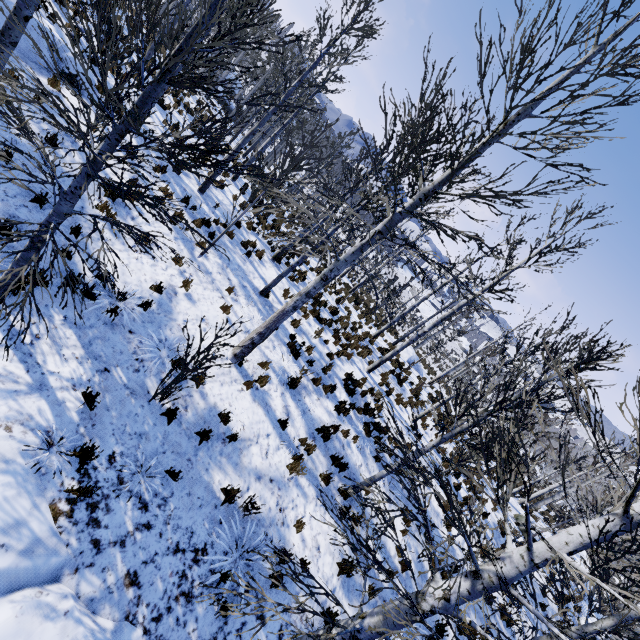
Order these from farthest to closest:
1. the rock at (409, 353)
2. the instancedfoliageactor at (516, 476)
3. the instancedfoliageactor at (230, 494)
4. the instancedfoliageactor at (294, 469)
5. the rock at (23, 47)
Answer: the rock at (409, 353) → the rock at (23, 47) → the instancedfoliageactor at (294, 469) → the instancedfoliageactor at (230, 494) → the instancedfoliageactor at (516, 476)

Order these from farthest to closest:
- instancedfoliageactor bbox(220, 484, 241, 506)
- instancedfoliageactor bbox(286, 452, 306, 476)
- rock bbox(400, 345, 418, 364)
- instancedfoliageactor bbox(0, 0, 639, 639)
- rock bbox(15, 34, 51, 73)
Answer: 1. rock bbox(400, 345, 418, 364)
2. rock bbox(15, 34, 51, 73)
3. instancedfoliageactor bbox(286, 452, 306, 476)
4. instancedfoliageactor bbox(220, 484, 241, 506)
5. instancedfoliageactor bbox(0, 0, 639, 639)

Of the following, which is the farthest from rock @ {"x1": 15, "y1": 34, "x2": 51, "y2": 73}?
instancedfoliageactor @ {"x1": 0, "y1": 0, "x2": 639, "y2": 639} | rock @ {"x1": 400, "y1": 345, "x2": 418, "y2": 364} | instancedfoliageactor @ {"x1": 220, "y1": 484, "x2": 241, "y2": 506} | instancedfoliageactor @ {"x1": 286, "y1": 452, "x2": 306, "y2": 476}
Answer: rock @ {"x1": 400, "y1": 345, "x2": 418, "y2": 364}

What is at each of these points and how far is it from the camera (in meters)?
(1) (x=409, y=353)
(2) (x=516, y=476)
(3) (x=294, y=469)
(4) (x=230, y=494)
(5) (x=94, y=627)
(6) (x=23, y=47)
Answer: (1) rock, 22.70
(2) instancedfoliageactor, 3.95
(3) instancedfoliageactor, 7.43
(4) instancedfoliageactor, 5.88
(5) rock, 3.87
(6) rock, 8.37

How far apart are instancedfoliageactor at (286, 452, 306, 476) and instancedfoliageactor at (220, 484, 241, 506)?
1.37m

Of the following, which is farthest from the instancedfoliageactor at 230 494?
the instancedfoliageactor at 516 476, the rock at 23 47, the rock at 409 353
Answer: the rock at 409 353

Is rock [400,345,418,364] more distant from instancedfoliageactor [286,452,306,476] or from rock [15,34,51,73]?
rock [15,34,51,73]

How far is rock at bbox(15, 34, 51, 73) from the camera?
8.3m
